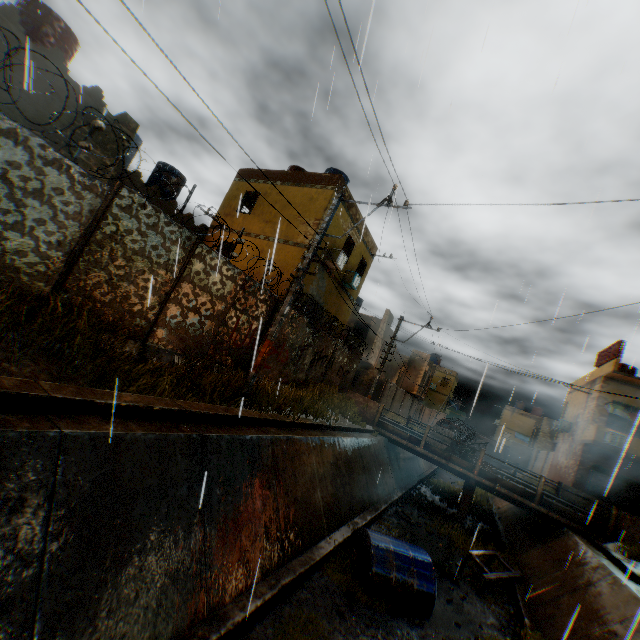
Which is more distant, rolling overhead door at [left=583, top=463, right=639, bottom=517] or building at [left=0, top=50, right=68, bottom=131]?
rolling overhead door at [left=583, top=463, right=639, bottom=517]

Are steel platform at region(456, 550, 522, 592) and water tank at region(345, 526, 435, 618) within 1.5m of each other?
no

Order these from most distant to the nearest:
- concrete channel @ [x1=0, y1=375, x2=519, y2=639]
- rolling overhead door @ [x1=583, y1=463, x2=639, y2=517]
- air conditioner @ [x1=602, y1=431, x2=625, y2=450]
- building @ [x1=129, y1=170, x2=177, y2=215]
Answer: rolling overhead door @ [x1=583, y1=463, x2=639, y2=517], air conditioner @ [x1=602, y1=431, x2=625, y2=450], building @ [x1=129, y1=170, x2=177, y2=215], concrete channel @ [x1=0, y1=375, x2=519, y2=639]

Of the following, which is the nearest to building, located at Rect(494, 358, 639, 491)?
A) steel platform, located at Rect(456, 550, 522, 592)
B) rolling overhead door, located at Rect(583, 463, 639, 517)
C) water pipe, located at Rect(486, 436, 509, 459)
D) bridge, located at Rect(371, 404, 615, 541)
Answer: rolling overhead door, located at Rect(583, 463, 639, 517)

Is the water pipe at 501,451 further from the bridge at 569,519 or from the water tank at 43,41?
the water tank at 43,41

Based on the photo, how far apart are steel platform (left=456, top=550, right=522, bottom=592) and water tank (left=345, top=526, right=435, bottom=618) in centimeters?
281cm

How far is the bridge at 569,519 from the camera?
12.8m

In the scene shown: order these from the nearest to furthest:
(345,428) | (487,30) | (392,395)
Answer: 1. (487,30)
2. (345,428)
3. (392,395)
